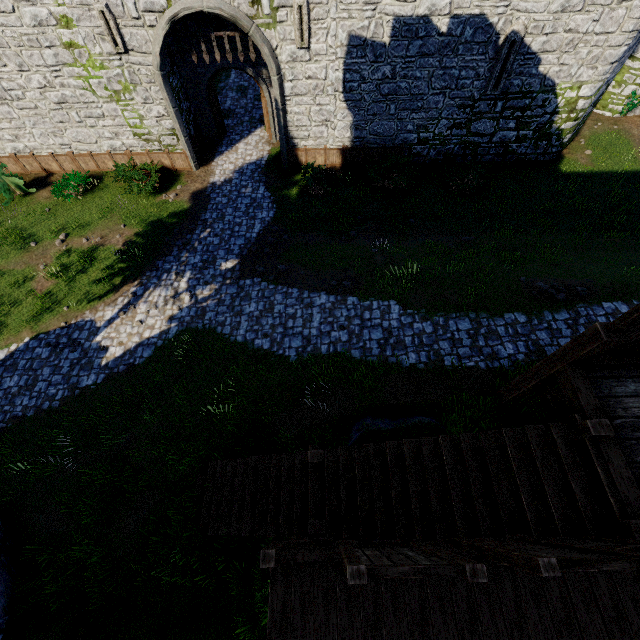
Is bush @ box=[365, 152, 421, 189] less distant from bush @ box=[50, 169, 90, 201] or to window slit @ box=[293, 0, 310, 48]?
window slit @ box=[293, 0, 310, 48]

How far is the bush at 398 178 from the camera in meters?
15.6 m

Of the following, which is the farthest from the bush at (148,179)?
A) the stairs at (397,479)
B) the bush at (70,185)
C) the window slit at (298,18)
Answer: the stairs at (397,479)

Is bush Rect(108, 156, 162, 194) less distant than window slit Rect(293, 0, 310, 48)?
No

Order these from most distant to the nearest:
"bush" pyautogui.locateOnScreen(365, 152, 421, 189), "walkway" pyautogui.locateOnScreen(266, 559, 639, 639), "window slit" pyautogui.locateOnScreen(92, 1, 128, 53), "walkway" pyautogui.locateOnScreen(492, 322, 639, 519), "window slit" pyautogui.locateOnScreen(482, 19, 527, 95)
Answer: "bush" pyautogui.locateOnScreen(365, 152, 421, 189)
"window slit" pyautogui.locateOnScreen(482, 19, 527, 95)
"window slit" pyautogui.locateOnScreen(92, 1, 128, 53)
"walkway" pyautogui.locateOnScreen(492, 322, 639, 519)
"walkway" pyautogui.locateOnScreen(266, 559, 639, 639)

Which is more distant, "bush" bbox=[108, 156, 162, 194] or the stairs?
"bush" bbox=[108, 156, 162, 194]

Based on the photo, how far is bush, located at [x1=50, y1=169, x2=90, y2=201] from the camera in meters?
15.9 m

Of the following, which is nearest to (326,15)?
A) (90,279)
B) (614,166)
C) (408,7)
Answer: (408,7)
